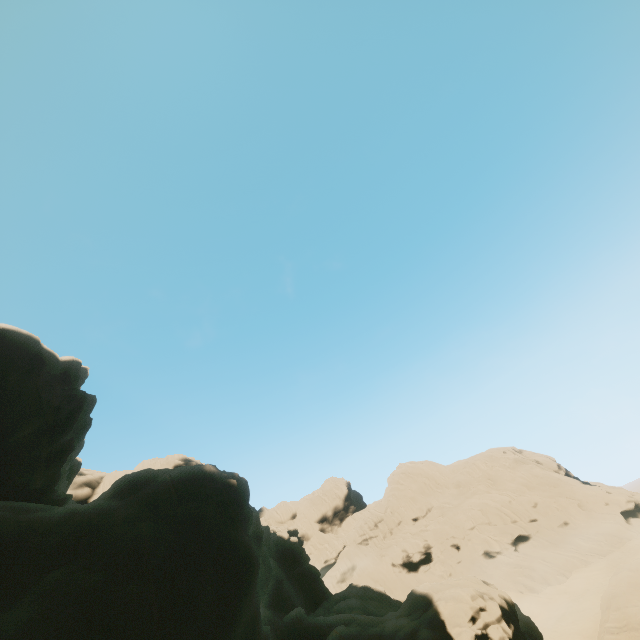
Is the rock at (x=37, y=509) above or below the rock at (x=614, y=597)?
above

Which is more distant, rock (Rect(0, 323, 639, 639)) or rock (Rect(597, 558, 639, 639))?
rock (Rect(597, 558, 639, 639))

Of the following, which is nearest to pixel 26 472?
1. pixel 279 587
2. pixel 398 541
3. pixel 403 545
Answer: pixel 279 587

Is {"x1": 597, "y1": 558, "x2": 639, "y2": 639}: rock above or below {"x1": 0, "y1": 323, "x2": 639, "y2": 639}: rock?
below

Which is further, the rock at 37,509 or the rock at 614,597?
the rock at 614,597
